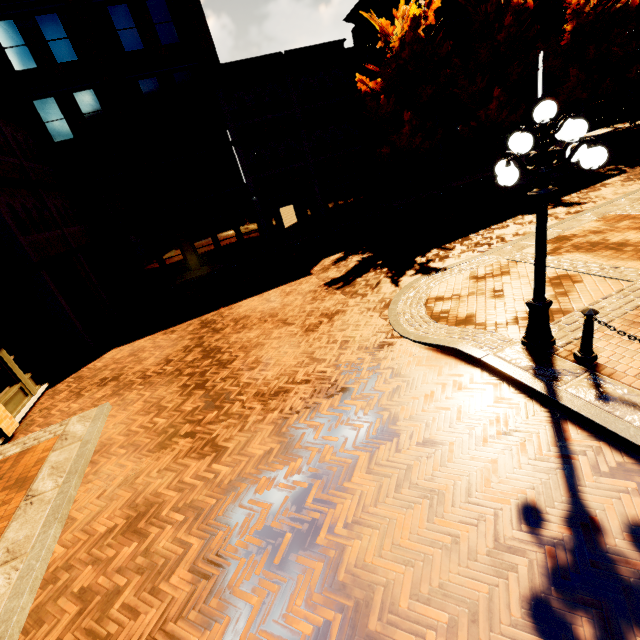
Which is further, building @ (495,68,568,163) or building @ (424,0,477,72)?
building @ (495,68,568,163)

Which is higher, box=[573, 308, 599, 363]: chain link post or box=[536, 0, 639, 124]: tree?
box=[536, 0, 639, 124]: tree

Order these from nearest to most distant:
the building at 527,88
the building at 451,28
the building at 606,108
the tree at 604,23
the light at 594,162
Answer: the light at 594,162 → the tree at 604,23 → the building at 451,28 → the building at 527,88 → the building at 606,108

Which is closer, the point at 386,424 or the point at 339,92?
the point at 386,424

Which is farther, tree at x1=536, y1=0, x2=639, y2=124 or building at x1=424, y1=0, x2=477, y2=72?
building at x1=424, y1=0, x2=477, y2=72

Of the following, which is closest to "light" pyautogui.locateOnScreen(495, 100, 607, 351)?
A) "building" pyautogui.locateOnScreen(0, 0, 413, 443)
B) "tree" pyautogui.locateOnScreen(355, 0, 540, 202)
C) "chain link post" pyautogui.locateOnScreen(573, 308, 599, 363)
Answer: "chain link post" pyautogui.locateOnScreen(573, 308, 599, 363)

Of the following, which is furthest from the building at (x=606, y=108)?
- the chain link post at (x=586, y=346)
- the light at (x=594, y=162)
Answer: the chain link post at (x=586, y=346)
